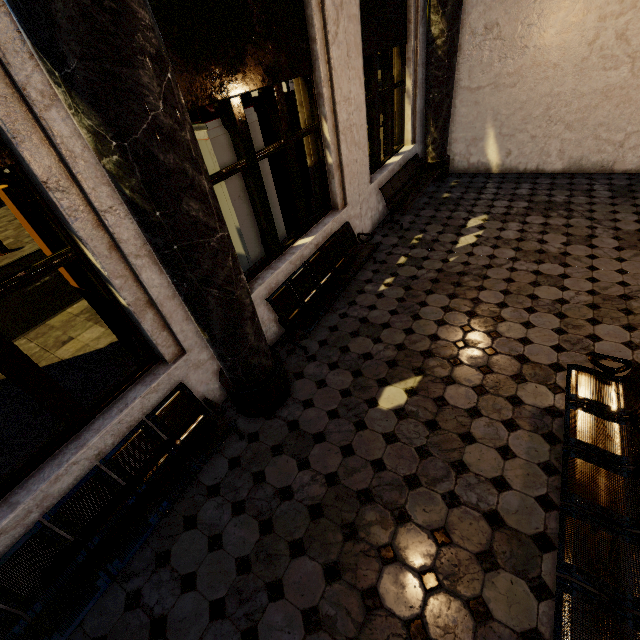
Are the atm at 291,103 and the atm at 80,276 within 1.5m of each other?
no

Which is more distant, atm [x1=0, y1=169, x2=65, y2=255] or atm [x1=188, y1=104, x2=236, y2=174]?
atm [x1=188, y1=104, x2=236, y2=174]

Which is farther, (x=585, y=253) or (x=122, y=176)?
(x=585, y=253)

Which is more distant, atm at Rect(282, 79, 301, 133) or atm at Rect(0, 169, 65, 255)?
atm at Rect(282, 79, 301, 133)

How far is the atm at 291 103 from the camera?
5.10m

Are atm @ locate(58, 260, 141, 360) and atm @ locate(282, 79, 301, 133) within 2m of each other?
no

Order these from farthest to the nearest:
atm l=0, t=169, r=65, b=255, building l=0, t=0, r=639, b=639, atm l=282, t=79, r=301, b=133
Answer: atm l=282, t=79, r=301, b=133 < atm l=0, t=169, r=65, b=255 < building l=0, t=0, r=639, b=639

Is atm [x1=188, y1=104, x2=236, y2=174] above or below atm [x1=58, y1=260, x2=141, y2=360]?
above
